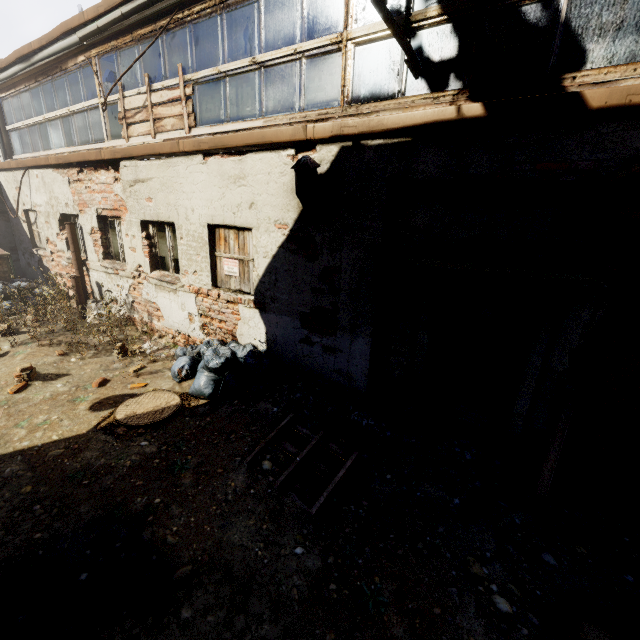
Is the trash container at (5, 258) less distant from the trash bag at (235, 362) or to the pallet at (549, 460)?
the trash bag at (235, 362)

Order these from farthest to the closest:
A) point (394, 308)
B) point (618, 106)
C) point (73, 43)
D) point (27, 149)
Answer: point (27, 149) → point (73, 43) → point (394, 308) → point (618, 106)

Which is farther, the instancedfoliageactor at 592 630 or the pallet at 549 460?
the pallet at 549 460

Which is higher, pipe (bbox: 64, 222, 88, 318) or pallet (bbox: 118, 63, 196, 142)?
pallet (bbox: 118, 63, 196, 142)

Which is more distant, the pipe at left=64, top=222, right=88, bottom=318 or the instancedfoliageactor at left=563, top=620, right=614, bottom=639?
the pipe at left=64, top=222, right=88, bottom=318

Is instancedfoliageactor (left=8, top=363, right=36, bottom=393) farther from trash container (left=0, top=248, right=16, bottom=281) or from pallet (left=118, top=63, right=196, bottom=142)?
trash container (left=0, top=248, right=16, bottom=281)

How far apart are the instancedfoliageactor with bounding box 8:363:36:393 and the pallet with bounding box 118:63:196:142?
4.7 meters

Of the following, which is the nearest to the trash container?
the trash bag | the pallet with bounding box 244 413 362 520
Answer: the trash bag
